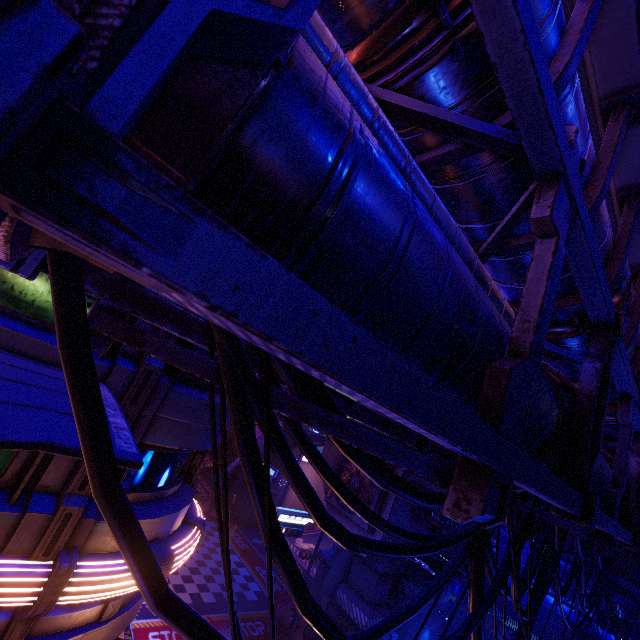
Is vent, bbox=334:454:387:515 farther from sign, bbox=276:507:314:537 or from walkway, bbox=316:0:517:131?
walkway, bbox=316:0:517:131

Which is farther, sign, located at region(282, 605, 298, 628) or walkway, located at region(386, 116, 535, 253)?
sign, located at region(282, 605, 298, 628)

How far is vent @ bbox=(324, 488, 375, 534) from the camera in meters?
19.8

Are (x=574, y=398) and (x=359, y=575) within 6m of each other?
no

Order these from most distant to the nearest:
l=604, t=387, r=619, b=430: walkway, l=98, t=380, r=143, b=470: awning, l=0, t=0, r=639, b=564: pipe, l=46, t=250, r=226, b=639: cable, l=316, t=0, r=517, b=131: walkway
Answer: l=604, t=387, r=619, b=430: walkway < l=98, t=380, r=143, b=470: awning < l=316, t=0, r=517, b=131: walkway < l=46, t=250, r=226, b=639: cable < l=0, t=0, r=639, b=564: pipe

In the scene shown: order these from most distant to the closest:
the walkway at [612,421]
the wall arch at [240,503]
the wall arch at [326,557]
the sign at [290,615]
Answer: the wall arch at [240,503] → the wall arch at [326,557] → the sign at [290,615] → the walkway at [612,421]

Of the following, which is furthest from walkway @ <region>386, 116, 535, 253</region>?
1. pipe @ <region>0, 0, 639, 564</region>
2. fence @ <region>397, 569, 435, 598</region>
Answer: fence @ <region>397, 569, 435, 598</region>

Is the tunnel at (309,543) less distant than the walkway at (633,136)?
No
